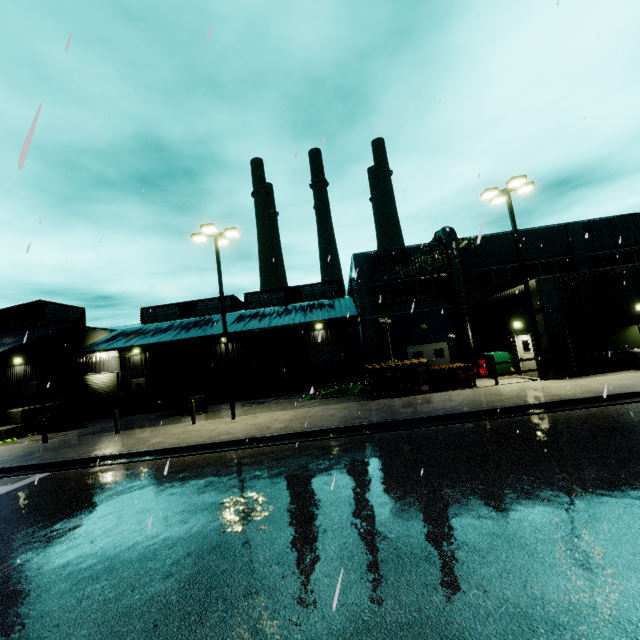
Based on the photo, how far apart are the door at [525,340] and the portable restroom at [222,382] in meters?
20.1

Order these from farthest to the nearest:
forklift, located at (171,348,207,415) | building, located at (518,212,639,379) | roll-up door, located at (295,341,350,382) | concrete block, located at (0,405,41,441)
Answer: roll-up door, located at (295,341,350,382) → forklift, located at (171,348,207,415) → concrete block, located at (0,405,41,441) → building, located at (518,212,639,379)

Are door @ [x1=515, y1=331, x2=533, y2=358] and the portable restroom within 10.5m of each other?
no

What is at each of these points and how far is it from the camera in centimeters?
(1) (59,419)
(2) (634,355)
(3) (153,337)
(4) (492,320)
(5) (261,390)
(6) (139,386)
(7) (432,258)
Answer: (1) forklift, 2170cm
(2) concrete block, 1475cm
(3) building, 2791cm
(4) building, 2102cm
(5) pallet, 2578cm
(6) door, 3231cm
(7) building, 2441cm

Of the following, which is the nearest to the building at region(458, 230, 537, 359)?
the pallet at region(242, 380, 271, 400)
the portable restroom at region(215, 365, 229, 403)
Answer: the portable restroom at region(215, 365, 229, 403)

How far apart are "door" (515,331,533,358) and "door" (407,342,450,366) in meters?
5.4 m

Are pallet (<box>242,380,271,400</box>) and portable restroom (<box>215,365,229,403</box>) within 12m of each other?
yes

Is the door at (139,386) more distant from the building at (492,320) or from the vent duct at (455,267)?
the vent duct at (455,267)
